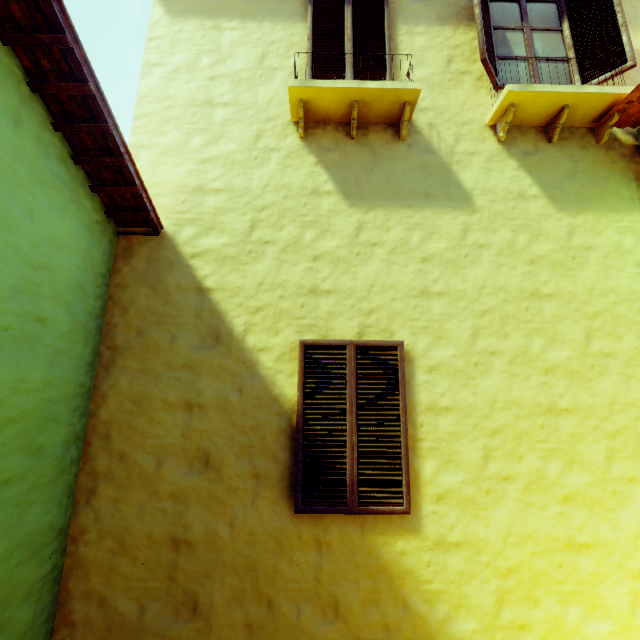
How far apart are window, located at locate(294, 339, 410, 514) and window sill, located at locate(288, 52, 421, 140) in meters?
2.6

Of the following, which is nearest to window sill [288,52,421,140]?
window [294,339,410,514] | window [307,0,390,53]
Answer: window [307,0,390,53]

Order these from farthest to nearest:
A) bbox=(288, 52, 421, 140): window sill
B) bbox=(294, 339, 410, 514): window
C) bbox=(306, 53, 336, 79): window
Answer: bbox=(306, 53, 336, 79): window < bbox=(288, 52, 421, 140): window sill < bbox=(294, 339, 410, 514): window

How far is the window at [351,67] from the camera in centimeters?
415cm

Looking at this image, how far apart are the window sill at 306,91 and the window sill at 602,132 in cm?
95

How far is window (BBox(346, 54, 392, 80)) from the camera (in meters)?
4.15

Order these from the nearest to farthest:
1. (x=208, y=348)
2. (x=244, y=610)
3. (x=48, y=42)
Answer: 1. (x=48, y=42)
2. (x=244, y=610)
3. (x=208, y=348)

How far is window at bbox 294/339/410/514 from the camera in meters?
3.1 m
